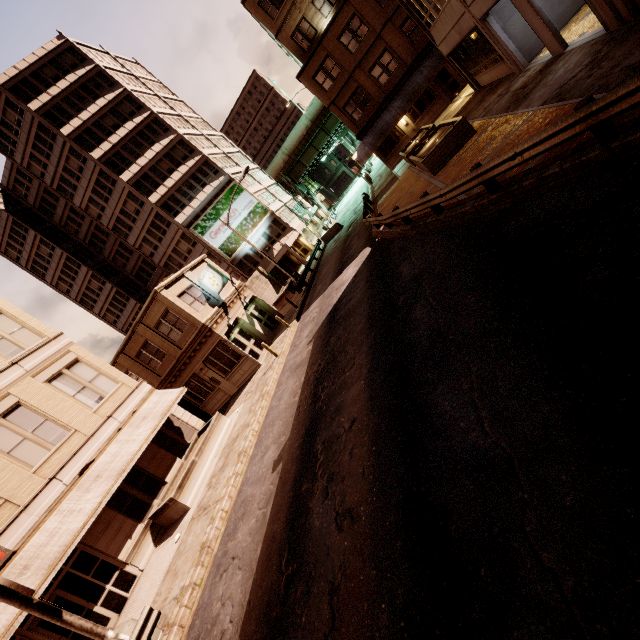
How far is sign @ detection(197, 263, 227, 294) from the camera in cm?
2286

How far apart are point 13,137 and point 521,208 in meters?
53.5 m

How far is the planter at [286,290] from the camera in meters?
31.9

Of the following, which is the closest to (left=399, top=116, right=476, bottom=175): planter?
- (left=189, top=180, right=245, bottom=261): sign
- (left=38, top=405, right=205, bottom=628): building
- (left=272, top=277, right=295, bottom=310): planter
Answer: (left=272, top=277, right=295, bottom=310): planter

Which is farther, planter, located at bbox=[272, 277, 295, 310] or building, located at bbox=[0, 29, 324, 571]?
planter, located at bbox=[272, 277, 295, 310]

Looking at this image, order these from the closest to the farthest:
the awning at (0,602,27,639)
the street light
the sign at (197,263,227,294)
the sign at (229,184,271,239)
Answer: the street light → the awning at (0,602,27,639) → the sign at (197,263,227,294) → the sign at (229,184,271,239)

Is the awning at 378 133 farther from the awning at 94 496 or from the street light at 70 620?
the street light at 70 620

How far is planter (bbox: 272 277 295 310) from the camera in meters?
31.9 m
